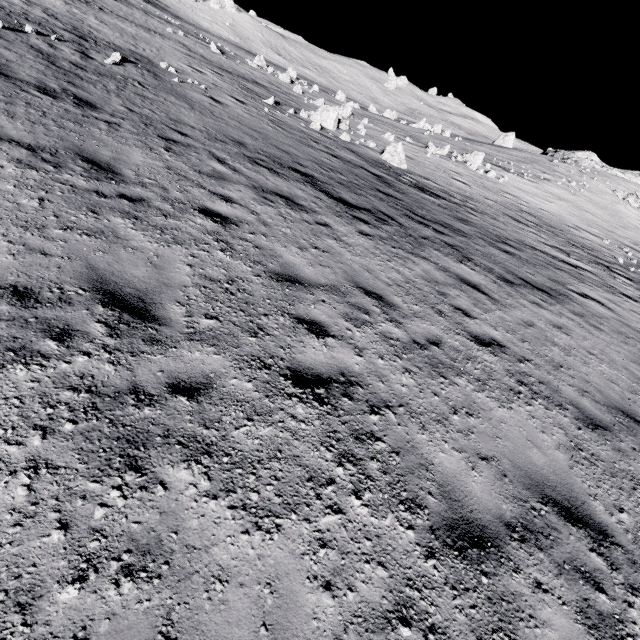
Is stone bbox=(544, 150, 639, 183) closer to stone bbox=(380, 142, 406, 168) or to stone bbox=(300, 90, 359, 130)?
stone bbox=(300, 90, 359, 130)

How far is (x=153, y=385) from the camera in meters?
3.1

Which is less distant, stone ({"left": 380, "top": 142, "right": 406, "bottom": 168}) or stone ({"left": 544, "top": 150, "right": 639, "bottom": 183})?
stone ({"left": 380, "top": 142, "right": 406, "bottom": 168})

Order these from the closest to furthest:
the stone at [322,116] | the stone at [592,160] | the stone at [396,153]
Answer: the stone at [396,153] < the stone at [322,116] < the stone at [592,160]

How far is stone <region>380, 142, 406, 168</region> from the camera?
20.2m

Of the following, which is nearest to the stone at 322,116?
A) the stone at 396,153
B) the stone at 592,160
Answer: the stone at 396,153

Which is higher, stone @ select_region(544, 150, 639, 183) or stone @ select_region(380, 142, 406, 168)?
stone @ select_region(544, 150, 639, 183)
